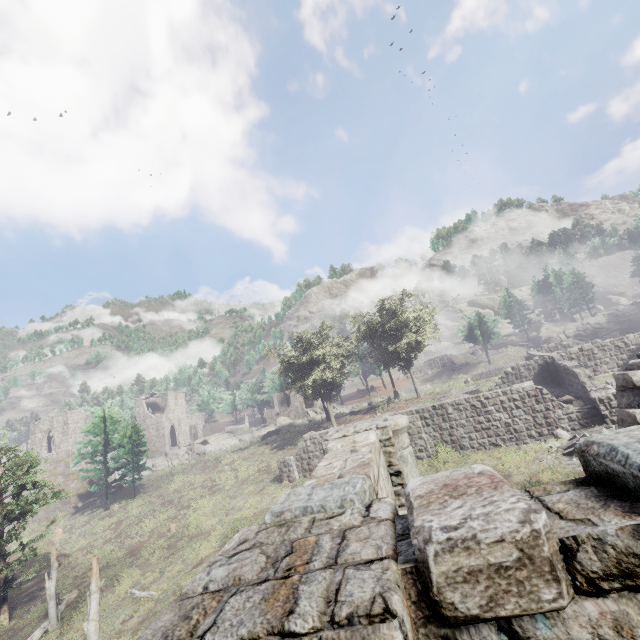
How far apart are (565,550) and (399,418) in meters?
4.8 m

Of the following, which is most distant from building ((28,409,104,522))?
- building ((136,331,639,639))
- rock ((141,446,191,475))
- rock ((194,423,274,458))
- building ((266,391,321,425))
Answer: building ((136,331,639,639))

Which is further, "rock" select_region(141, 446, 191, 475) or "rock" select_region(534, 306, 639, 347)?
"rock" select_region(141, 446, 191, 475)

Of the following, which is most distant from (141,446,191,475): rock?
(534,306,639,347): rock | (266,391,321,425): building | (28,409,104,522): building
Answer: (534,306,639,347): rock

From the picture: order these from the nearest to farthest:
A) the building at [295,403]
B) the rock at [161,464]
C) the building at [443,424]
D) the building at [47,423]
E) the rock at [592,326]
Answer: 1. the building at [443,424]
2. the building at [47,423]
3. the rock at [592,326]
4. the rock at [161,464]
5. the building at [295,403]

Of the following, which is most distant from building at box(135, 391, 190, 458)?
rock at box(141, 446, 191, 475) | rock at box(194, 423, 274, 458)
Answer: rock at box(194, 423, 274, 458)

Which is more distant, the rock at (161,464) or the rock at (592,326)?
the rock at (161,464)

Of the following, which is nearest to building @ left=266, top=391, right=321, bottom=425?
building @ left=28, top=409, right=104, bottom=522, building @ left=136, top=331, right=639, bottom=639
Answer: building @ left=28, top=409, right=104, bottom=522
